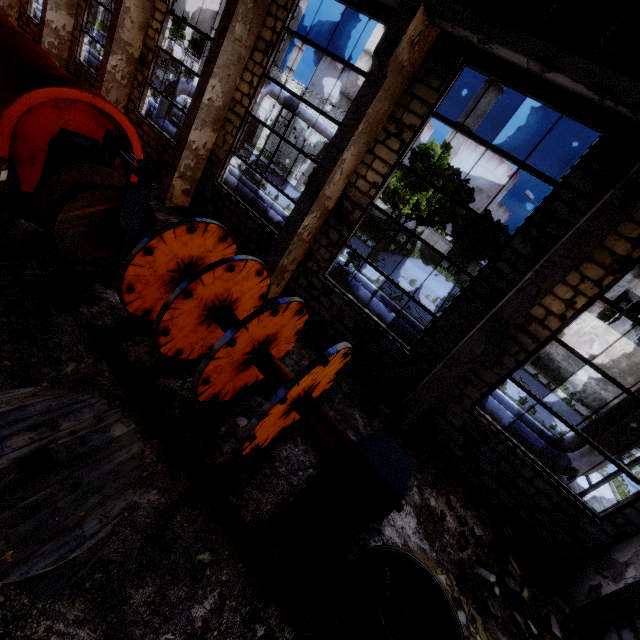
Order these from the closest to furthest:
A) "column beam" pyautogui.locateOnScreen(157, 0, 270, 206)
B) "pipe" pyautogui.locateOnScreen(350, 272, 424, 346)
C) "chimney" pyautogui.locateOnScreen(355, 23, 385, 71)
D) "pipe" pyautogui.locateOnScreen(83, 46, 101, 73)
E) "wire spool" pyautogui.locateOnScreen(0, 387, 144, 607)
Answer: "wire spool" pyautogui.locateOnScreen(0, 387, 144, 607) → "column beam" pyautogui.locateOnScreen(157, 0, 270, 206) → "pipe" pyautogui.locateOnScreen(350, 272, 424, 346) → "pipe" pyautogui.locateOnScreen(83, 46, 101, 73) → "chimney" pyautogui.locateOnScreen(355, 23, 385, 71)

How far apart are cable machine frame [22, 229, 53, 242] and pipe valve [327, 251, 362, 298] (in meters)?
6.25

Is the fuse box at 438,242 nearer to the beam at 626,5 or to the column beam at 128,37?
the column beam at 128,37

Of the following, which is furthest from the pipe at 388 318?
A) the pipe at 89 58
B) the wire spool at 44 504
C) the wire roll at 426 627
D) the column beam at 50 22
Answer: the column beam at 50 22

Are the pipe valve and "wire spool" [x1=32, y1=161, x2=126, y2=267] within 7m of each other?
yes

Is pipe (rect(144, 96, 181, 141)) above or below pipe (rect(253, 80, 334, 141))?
below

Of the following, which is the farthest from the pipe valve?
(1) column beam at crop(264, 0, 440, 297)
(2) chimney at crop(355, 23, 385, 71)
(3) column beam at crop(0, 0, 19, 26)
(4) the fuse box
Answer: (2) chimney at crop(355, 23, 385, 71)

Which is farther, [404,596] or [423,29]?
[423,29]
